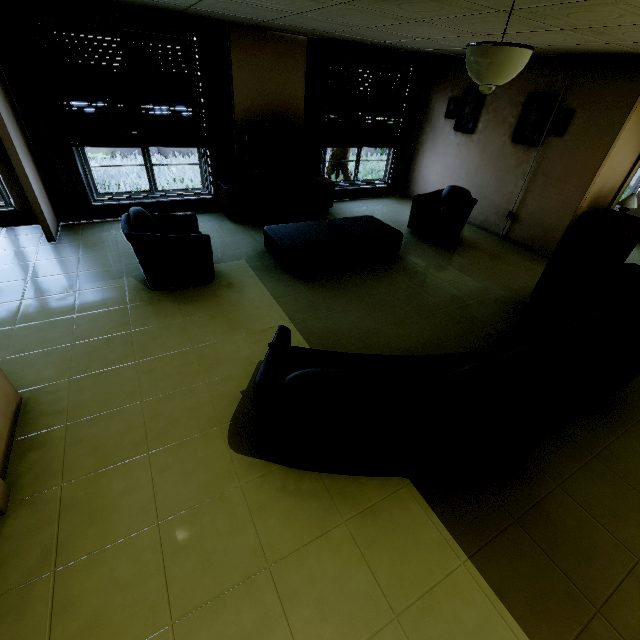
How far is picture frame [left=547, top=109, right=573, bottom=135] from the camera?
5.0 meters

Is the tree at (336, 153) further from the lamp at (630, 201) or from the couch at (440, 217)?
the lamp at (630, 201)

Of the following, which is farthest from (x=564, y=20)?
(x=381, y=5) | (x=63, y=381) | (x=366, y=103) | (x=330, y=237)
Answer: (x=63, y=381)

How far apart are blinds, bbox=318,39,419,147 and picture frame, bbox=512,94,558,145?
2.4 meters

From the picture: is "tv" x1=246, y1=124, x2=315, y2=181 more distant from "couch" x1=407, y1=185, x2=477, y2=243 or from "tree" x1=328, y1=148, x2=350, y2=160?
"tree" x1=328, y1=148, x2=350, y2=160

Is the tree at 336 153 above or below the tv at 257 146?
below

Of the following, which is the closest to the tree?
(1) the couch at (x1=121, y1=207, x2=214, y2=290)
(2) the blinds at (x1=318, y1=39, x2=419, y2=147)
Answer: (2) the blinds at (x1=318, y1=39, x2=419, y2=147)

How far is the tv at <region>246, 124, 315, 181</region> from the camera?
5.6 meters
